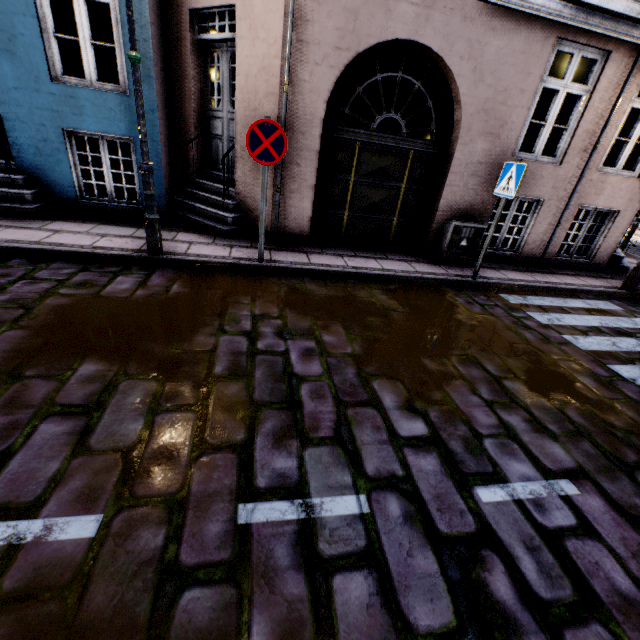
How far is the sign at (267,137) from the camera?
4.1m

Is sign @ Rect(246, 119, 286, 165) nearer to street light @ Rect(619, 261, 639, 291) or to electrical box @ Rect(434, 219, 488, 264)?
street light @ Rect(619, 261, 639, 291)

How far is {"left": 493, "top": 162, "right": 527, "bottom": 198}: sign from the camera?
4.8m

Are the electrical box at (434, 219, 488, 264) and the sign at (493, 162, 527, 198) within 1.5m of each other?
yes

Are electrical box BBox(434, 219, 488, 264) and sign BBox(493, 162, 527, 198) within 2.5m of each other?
yes

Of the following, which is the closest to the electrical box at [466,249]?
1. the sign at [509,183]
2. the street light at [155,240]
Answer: the sign at [509,183]

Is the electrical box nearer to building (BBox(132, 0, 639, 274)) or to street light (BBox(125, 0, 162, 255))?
building (BBox(132, 0, 639, 274))

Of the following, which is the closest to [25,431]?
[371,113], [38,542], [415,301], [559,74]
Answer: [38,542]
